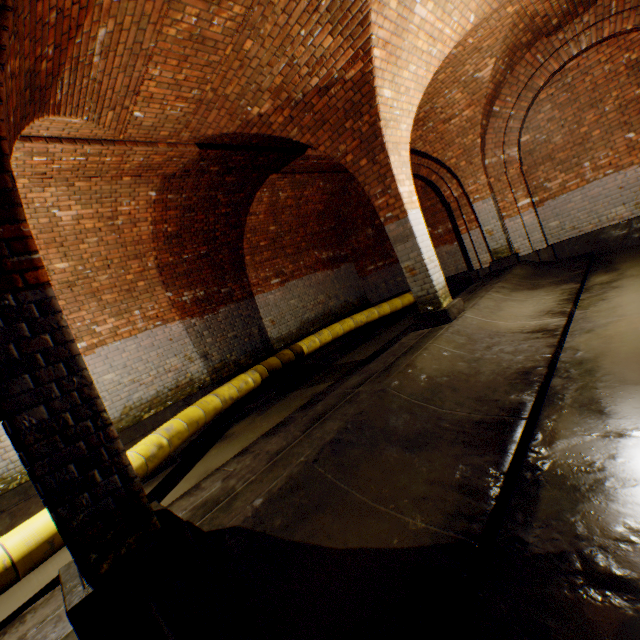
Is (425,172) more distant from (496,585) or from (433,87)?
(496,585)

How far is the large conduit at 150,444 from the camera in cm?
435

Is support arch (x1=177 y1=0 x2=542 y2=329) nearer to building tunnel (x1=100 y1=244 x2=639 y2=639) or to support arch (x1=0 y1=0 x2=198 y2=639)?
building tunnel (x1=100 y1=244 x2=639 y2=639)

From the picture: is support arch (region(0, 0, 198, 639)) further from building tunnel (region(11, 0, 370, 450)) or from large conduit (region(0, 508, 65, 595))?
large conduit (region(0, 508, 65, 595))

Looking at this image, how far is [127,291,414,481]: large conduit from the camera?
4.3m

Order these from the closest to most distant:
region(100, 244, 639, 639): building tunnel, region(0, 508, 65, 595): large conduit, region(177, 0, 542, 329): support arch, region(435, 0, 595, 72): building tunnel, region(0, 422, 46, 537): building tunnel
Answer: region(100, 244, 639, 639): building tunnel → region(0, 508, 65, 595): large conduit → region(177, 0, 542, 329): support arch → region(0, 422, 46, 537): building tunnel → region(435, 0, 595, 72): building tunnel

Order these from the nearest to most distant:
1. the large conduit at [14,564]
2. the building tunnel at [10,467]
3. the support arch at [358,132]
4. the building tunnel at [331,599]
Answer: the building tunnel at [331,599]
the large conduit at [14,564]
the support arch at [358,132]
the building tunnel at [10,467]

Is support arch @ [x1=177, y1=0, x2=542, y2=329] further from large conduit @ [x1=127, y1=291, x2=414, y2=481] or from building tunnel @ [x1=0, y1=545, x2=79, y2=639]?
large conduit @ [x1=127, y1=291, x2=414, y2=481]
